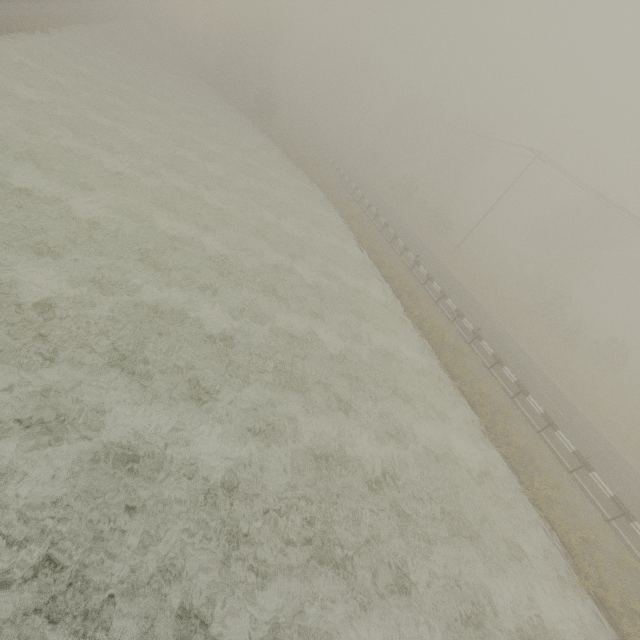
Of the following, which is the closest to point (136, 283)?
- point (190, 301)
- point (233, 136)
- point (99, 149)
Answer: point (190, 301)
